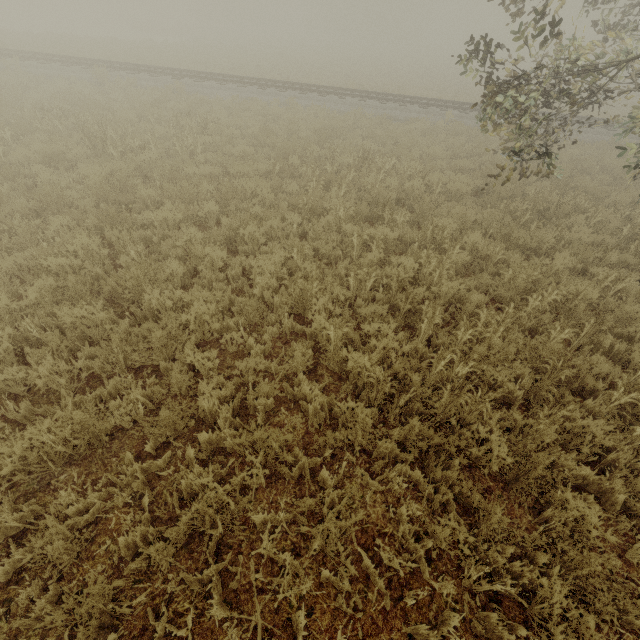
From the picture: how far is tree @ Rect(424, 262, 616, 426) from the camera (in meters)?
4.03

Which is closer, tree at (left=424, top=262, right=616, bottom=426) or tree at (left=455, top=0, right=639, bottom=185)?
tree at (left=424, top=262, right=616, bottom=426)

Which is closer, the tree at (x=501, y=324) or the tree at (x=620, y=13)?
the tree at (x=501, y=324)

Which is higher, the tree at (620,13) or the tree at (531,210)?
the tree at (620,13)

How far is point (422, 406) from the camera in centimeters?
427cm

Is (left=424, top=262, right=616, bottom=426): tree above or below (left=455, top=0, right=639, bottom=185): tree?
below
